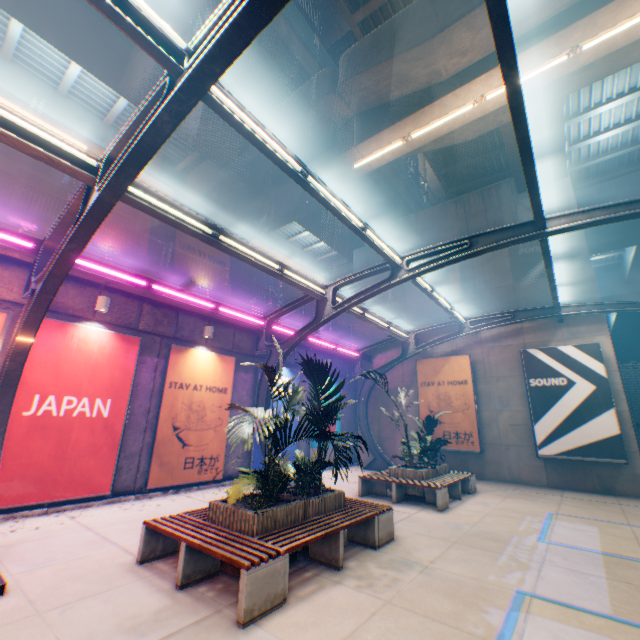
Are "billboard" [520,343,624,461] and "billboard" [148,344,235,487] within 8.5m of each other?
no

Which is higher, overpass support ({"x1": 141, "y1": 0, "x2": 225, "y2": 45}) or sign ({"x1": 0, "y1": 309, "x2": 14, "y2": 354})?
overpass support ({"x1": 141, "y1": 0, "x2": 225, "y2": 45})

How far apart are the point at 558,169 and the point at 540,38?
8.0m

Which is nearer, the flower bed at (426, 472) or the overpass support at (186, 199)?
the flower bed at (426, 472)

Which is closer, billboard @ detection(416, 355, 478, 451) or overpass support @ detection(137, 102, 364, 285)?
overpass support @ detection(137, 102, 364, 285)

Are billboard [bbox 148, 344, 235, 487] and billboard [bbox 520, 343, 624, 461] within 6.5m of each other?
no

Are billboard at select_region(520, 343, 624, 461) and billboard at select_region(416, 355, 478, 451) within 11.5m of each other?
yes

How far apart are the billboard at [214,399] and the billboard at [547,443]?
12.1 meters
